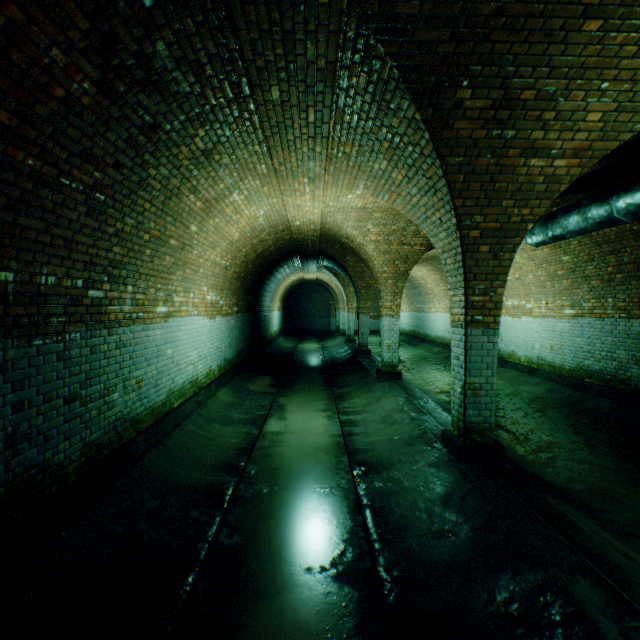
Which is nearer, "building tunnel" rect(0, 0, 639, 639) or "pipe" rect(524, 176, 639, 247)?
"building tunnel" rect(0, 0, 639, 639)

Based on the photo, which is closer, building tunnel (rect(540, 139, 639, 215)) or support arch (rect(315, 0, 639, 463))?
support arch (rect(315, 0, 639, 463))

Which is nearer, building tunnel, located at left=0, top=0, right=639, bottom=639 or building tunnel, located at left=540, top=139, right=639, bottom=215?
building tunnel, located at left=0, top=0, right=639, bottom=639

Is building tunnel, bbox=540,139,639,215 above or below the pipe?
above

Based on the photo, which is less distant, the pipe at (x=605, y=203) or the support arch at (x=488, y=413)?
the support arch at (x=488, y=413)

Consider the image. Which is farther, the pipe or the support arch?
the pipe

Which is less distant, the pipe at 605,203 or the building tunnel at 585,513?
the building tunnel at 585,513

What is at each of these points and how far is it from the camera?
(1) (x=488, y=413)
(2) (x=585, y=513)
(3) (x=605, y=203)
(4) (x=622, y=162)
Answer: (1) support arch, 4.4m
(2) building tunnel, 3.6m
(3) pipe, 4.8m
(4) building tunnel, 4.7m
